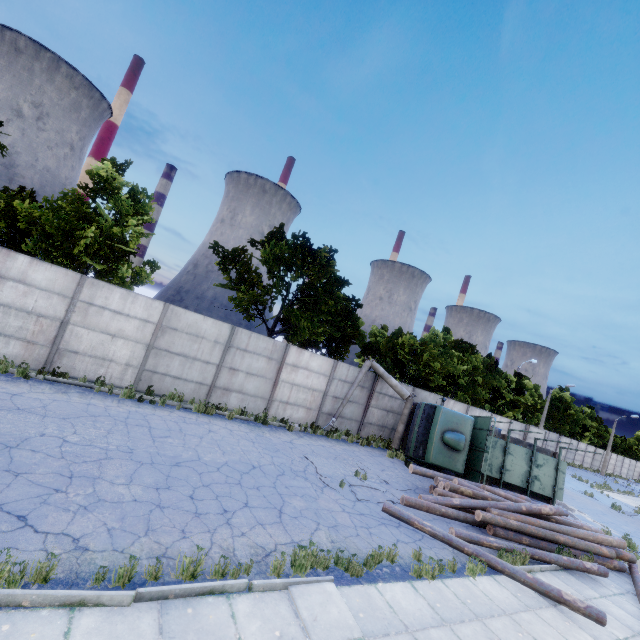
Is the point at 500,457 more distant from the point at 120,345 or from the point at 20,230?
the point at 20,230

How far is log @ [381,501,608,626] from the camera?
7.8m

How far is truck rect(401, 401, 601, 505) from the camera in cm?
1527

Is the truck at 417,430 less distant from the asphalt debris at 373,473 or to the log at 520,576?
the log at 520,576

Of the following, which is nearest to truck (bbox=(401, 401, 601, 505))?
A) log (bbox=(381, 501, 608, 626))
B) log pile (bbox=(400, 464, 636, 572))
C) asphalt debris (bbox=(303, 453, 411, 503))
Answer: log pile (bbox=(400, 464, 636, 572))

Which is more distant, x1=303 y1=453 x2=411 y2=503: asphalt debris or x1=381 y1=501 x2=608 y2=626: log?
x1=303 y1=453 x2=411 y2=503: asphalt debris

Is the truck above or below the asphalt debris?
above

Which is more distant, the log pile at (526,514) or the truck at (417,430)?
the truck at (417,430)
